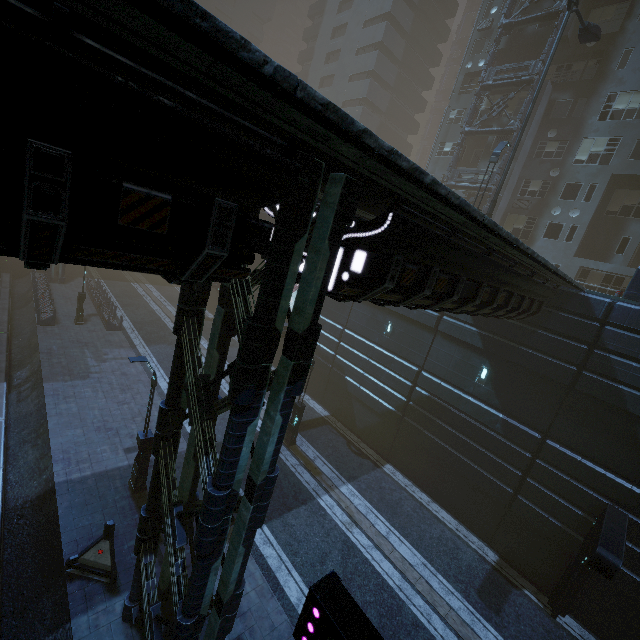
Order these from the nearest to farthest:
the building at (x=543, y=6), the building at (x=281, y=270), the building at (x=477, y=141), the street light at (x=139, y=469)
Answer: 1. the building at (x=281, y=270)
2. the street light at (x=139, y=469)
3. the building at (x=543, y=6)
4. the building at (x=477, y=141)

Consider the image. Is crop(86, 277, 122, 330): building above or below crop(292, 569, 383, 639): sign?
below

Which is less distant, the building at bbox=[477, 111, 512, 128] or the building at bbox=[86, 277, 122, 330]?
the building at bbox=[86, 277, 122, 330]

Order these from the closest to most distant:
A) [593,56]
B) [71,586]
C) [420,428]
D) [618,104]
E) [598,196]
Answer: [71,586], [420,428], [618,104], [598,196], [593,56]

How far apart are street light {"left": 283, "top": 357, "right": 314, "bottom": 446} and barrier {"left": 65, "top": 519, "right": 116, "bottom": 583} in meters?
8.8 m

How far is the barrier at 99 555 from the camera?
9.4m

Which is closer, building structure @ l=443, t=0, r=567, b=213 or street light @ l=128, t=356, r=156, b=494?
street light @ l=128, t=356, r=156, b=494

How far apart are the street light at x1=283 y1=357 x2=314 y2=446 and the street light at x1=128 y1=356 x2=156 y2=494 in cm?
671
